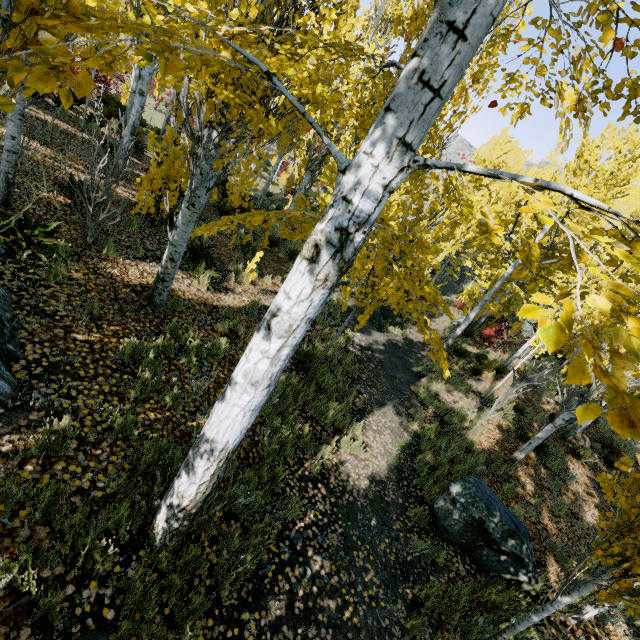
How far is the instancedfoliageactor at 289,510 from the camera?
4.1m

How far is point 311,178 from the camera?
12.70m

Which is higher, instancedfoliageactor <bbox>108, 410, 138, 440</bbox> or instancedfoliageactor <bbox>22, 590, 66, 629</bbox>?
instancedfoliageactor <bbox>108, 410, 138, 440</bbox>

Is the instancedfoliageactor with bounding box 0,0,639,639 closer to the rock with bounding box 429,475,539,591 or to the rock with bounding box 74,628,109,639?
the rock with bounding box 74,628,109,639

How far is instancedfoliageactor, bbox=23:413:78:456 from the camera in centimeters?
278cm

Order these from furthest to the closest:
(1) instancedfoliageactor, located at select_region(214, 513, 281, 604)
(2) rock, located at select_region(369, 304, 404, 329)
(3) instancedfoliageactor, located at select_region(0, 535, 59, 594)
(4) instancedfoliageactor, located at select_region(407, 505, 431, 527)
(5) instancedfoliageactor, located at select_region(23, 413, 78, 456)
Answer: (2) rock, located at select_region(369, 304, 404, 329)
(4) instancedfoliageactor, located at select_region(407, 505, 431, 527)
(1) instancedfoliageactor, located at select_region(214, 513, 281, 604)
(5) instancedfoliageactor, located at select_region(23, 413, 78, 456)
(3) instancedfoliageactor, located at select_region(0, 535, 59, 594)

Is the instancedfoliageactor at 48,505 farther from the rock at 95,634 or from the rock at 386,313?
the rock at 386,313

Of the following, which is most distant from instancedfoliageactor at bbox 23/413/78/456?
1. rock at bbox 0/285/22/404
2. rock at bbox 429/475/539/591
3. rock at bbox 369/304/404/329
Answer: rock at bbox 429/475/539/591
